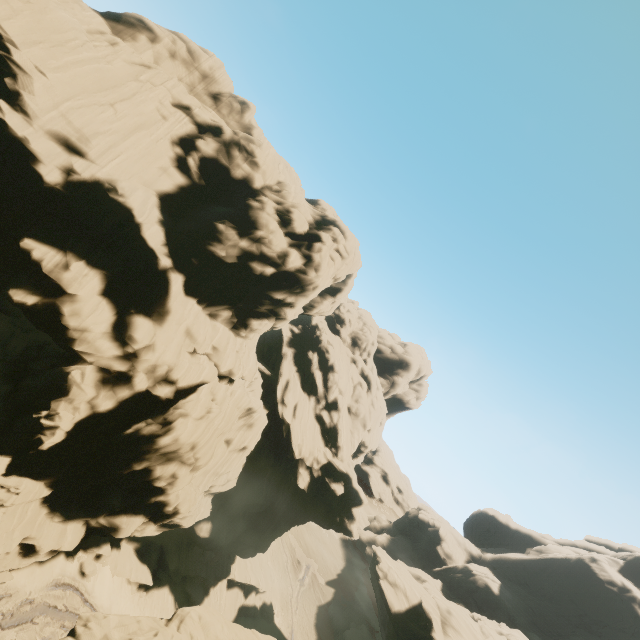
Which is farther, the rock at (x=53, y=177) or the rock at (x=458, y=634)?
the rock at (x=458, y=634)

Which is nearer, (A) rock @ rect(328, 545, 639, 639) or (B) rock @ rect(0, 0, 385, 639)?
(B) rock @ rect(0, 0, 385, 639)

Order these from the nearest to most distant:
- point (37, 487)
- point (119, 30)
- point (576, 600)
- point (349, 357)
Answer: point (37, 487) < point (119, 30) < point (576, 600) < point (349, 357)
